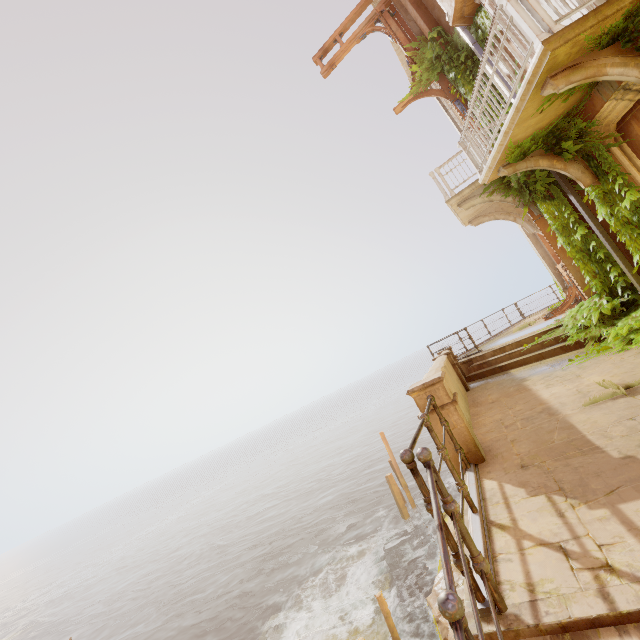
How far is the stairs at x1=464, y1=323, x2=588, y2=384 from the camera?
7.9m

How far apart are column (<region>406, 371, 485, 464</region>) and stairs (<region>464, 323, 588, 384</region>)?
4.7m

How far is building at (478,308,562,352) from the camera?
10.3 meters

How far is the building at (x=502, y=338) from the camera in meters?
10.3 m

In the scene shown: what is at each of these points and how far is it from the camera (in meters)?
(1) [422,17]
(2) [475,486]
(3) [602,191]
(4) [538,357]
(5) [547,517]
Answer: (1) column, 9.77
(2) metal trim, 3.50
(3) plant, 6.58
(4) stairs, 8.39
(5) building, 2.60

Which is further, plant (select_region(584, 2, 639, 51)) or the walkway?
the walkway

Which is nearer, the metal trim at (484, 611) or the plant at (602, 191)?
the metal trim at (484, 611)

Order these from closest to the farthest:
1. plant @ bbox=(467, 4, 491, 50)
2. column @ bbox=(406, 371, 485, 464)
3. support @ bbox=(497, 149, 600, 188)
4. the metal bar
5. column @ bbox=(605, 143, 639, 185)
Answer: the metal bar, column @ bbox=(406, 371, 485, 464), column @ bbox=(605, 143, 639, 185), support @ bbox=(497, 149, 600, 188), plant @ bbox=(467, 4, 491, 50)
